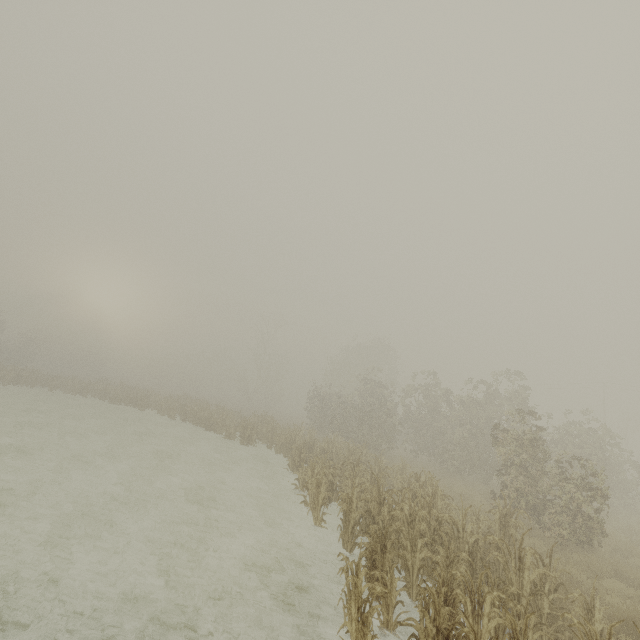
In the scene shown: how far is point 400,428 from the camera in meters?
34.1
